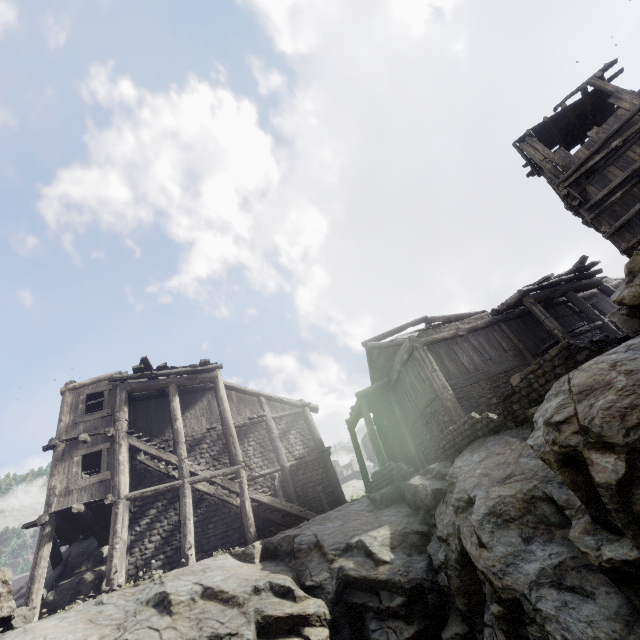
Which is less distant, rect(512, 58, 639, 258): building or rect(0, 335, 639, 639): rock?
rect(0, 335, 639, 639): rock

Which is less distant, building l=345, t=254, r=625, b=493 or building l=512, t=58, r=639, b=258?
building l=512, t=58, r=639, b=258

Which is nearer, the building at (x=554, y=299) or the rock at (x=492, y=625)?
the rock at (x=492, y=625)

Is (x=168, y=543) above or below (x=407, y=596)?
above

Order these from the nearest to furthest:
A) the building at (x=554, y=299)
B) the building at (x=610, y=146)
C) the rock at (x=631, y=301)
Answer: the rock at (x=631, y=301)
the building at (x=610, y=146)
the building at (x=554, y=299)

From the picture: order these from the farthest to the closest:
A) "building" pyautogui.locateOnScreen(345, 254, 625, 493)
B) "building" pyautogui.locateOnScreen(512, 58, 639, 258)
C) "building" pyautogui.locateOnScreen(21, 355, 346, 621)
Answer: "building" pyautogui.locateOnScreen(345, 254, 625, 493), "building" pyautogui.locateOnScreen(21, 355, 346, 621), "building" pyautogui.locateOnScreen(512, 58, 639, 258)

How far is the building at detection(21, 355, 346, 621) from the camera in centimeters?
1223cm

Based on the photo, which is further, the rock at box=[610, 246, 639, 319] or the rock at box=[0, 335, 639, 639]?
the rock at box=[610, 246, 639, 319]
